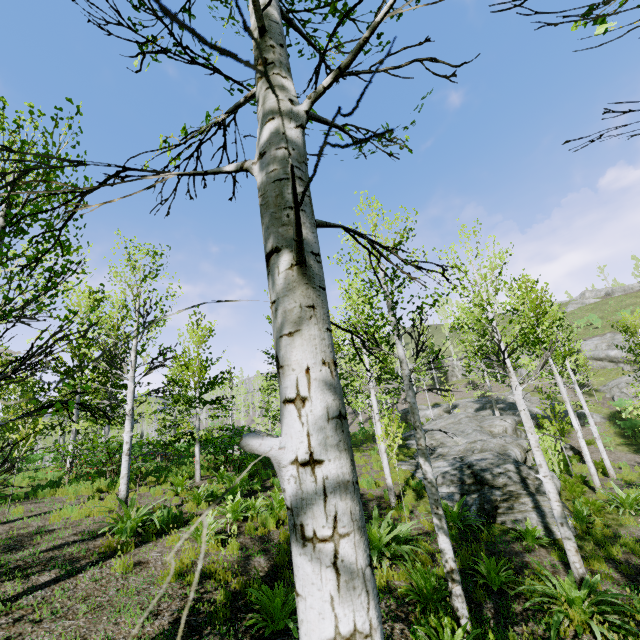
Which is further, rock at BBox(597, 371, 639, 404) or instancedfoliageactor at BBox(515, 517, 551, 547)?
rock at BBox(597, 371, 639, 404)

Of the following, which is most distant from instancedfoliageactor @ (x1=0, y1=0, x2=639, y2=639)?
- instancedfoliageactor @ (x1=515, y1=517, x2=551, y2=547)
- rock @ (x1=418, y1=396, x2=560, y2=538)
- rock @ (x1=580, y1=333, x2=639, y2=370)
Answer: rock @ (x1=580, y1=333, x2=639, y2=370)

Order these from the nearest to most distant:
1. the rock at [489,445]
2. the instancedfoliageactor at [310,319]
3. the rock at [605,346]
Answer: the instancedfoliageactor at [310,319] < the rock at [489,445] < the rock at [605,346]

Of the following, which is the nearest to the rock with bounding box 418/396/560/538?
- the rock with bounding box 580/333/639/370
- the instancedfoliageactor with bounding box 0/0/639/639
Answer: the instancedfoliageactor with bounding box 0/0/639/639

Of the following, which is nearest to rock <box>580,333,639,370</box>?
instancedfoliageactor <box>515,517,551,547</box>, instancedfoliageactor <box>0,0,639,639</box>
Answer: instancedfoliageactor <box>0,0,639,639</box>

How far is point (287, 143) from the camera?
0.68m

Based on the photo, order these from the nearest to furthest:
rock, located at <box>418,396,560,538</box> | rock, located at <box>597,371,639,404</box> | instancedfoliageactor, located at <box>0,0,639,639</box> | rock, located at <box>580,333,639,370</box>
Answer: instancedfoliageactor, located at <box>0,0,639,639</box>, rock, located at <box>418,396,560,538</box>, rock, located at <box>597,371,639,404</box>, rock, located at <box>580,333,639,370</box>

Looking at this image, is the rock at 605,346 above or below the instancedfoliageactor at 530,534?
above
